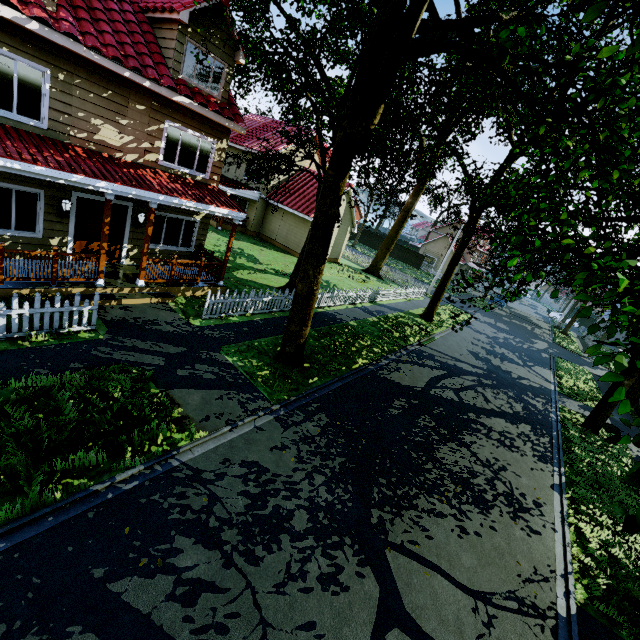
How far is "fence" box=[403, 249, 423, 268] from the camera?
49.3 meters

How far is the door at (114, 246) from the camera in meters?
10.8 m

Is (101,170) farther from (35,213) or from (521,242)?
(521,242)

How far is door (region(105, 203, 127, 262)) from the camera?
10.8m

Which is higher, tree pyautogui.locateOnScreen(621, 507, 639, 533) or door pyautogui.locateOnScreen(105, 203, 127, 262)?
tree pyautogui.locateOnScreen(621, 507, 639, 533)

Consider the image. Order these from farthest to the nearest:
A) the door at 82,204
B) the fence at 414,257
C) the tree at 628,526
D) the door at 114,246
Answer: the fence at 414,257 < the door at 114,246 < the door at 82,204 < the tree at 628,526

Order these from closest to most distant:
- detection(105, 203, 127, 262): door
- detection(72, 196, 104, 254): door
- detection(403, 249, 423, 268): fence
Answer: detection(72, 196, 104, 254): door → detection(105, 203, 127, 262): door → detection(403, 249, 423, 268): fence
